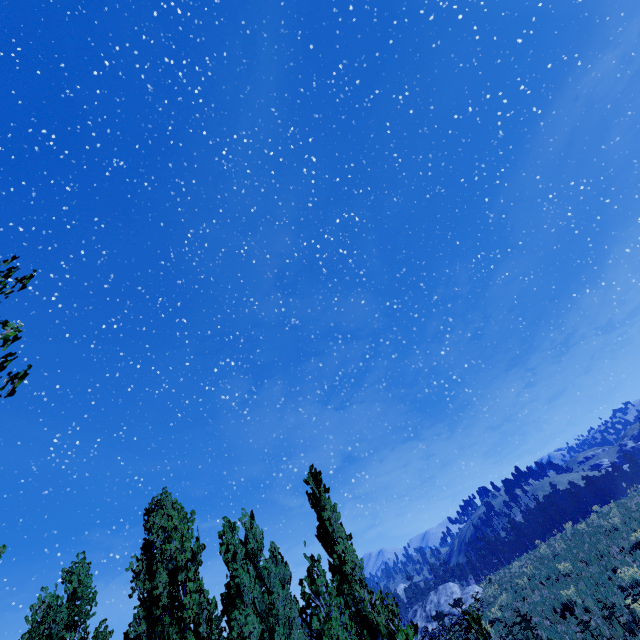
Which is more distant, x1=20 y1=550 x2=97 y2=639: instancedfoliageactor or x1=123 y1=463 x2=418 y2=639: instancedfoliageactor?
x1=20 y1=550 x2=97 y2=639: instancedfoliageactor

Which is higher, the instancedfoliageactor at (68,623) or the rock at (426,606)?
the instancedfoliageactor at (68,623)

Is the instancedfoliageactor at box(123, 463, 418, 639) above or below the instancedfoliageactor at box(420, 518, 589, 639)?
above

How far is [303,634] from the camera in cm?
2367

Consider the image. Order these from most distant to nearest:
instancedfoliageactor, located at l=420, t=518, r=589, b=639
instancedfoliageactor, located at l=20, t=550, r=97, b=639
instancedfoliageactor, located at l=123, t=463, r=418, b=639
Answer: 1. instancedfoliageactor, located at l=420, t=518, r=589, b=639
2. instancedfoliageactor, located at l=20, t=550, r=97, b=639
3. instancedfoliageactor, located at l=123, t=463, r=418, b=639

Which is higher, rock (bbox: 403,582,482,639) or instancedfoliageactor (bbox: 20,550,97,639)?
instancedfoliageactor (bbox: 20,550,97,639)

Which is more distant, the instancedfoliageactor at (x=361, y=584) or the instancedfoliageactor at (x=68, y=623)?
the instancedfoliageactor at (x=68, y=623)
